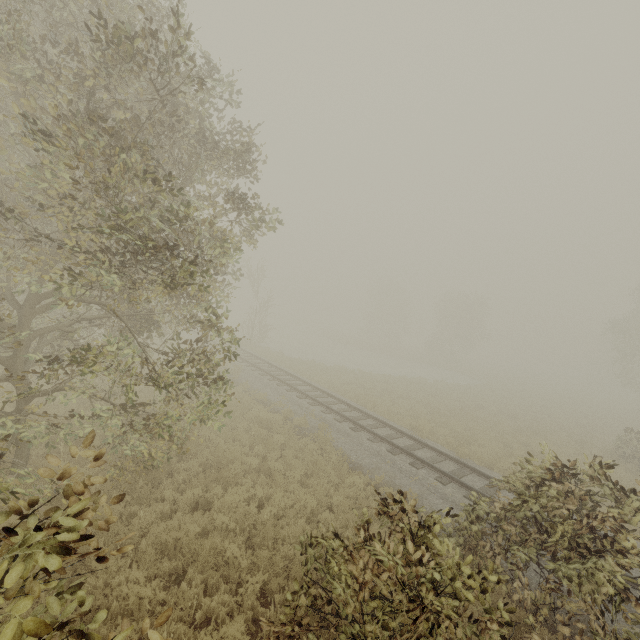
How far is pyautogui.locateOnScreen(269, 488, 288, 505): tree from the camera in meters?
8.1 m

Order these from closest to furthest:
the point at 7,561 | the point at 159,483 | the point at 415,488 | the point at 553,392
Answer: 1. the point at 7,561
2. the point at 159,483
3. the point at 415,488
4. the point at 553,392

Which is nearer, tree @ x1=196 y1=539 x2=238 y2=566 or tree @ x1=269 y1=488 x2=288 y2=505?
tree @ x1=196 y1=539 x2=238 y2=566

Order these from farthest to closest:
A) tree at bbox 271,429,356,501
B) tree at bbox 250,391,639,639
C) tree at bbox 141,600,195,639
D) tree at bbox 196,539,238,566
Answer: tree at bbox 271,429,356,501, tree at bbox 196,539,238,566, tree at bbox 250,391,639,639, tree at bbox 141,600,195,639

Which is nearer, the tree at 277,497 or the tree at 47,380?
the tree at 47,380

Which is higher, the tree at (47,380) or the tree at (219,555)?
the tree at (47,380)
